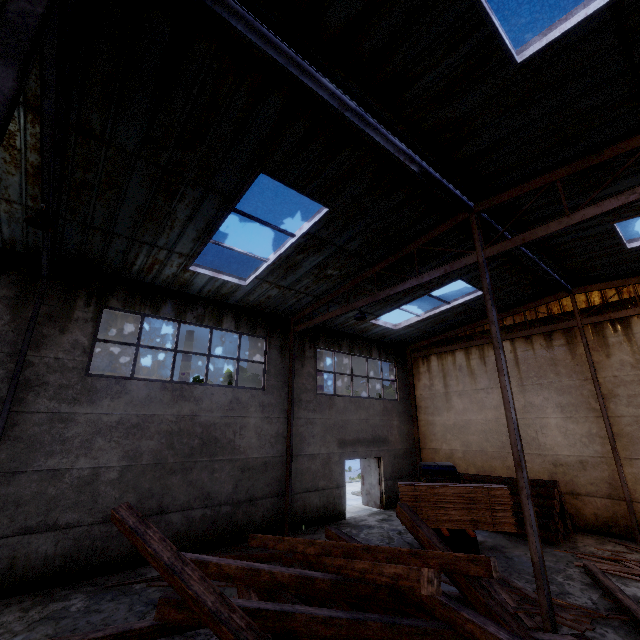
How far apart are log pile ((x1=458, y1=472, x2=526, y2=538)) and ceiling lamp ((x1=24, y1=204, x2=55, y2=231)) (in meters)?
14.98

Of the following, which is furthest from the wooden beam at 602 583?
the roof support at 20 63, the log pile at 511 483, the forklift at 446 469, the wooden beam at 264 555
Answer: the roof support at 20 63

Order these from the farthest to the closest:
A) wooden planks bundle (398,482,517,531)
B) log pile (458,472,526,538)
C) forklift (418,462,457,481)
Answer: log pile (458,472,526,538)
forklift (418,462,457,481)
wooden planks bundle (398,482,517,531)

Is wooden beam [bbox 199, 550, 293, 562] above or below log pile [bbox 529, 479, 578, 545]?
below

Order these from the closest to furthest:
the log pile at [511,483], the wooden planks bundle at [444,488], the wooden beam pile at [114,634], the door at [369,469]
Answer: Result: the wooden beam pile at [114,634] → the wooden planks bundle at [444,488] → the log pile at [511,483] → the door at [369,469]

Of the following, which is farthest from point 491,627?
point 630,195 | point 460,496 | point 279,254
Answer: point 279,254

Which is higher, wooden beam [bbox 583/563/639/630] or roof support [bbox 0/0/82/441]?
roof support [bbox 0/0/82/441]

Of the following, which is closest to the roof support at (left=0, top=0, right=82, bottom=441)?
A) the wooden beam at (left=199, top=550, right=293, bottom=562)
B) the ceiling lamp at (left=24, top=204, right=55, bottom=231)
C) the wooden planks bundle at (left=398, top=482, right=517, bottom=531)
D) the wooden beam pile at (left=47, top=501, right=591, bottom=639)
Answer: the ceiling lamp at (left=24, top=204, right=55, bottom=231)
